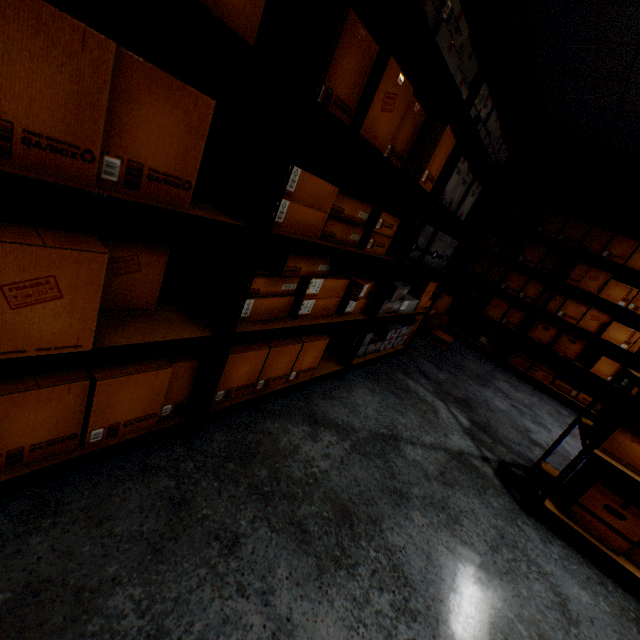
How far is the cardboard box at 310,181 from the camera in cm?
119

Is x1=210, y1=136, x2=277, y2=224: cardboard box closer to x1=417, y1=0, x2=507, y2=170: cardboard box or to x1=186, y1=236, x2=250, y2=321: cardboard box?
x1=186, y1=236, x2=250, y2=321: cardboard box

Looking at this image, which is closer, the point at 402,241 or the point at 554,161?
the point at 402,241

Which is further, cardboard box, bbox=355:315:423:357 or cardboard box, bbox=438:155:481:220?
cardboard box, bbox=355:315:423:357

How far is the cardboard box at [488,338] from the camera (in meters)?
4.69

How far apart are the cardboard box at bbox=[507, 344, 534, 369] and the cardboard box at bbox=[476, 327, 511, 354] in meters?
0.1

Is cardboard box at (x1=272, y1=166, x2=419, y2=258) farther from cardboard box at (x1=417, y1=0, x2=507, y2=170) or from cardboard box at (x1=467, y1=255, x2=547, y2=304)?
cardboard box at (x1=467, y1=255, x2=547, y2=304)

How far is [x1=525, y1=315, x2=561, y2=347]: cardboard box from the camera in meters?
4.2 m
